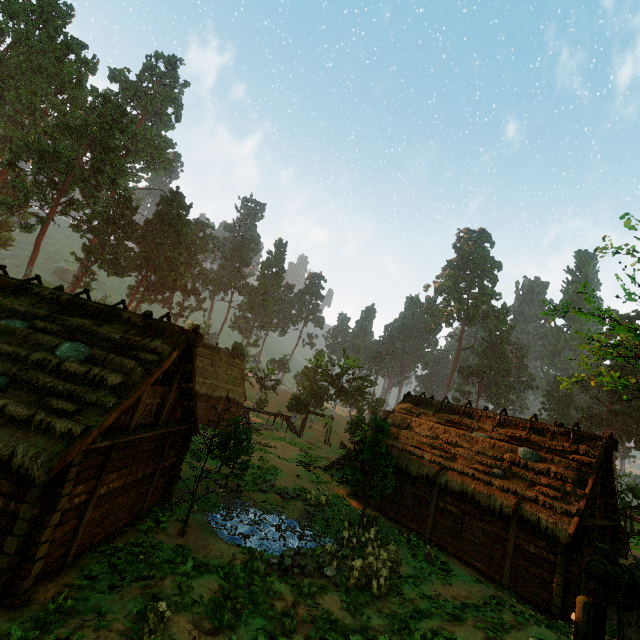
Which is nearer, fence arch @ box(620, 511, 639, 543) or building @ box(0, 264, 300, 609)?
building @ box(0, 264, 300, 609)

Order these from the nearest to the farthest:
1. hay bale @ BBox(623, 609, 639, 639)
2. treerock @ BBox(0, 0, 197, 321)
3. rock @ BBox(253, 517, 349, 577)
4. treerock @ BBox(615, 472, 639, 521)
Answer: hay bale @ BBox(623, 609, 639, 639)
rock @ BBox(253, 517, 349, 577)
treerock @ BBox(615, 472, 639, 521)
treerock @ BBox(0, 0, 197, 321)

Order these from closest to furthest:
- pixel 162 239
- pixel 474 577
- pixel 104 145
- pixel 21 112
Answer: pixel 474 577, pixel 104 145, pixel 21 112, pixel 162 239

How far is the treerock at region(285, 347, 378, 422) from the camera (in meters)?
43.19

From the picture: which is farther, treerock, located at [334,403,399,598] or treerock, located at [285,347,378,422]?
treerock, located at [285,347,378,422]

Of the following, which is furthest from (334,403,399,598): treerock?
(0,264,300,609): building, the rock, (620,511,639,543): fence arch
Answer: the rock

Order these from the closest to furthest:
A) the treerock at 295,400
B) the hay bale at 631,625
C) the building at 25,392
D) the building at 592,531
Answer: the building at 25,392
the hay bale at 631,625
the building at 592,531
the treerock at 295,400

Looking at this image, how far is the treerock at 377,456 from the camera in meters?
12.9
